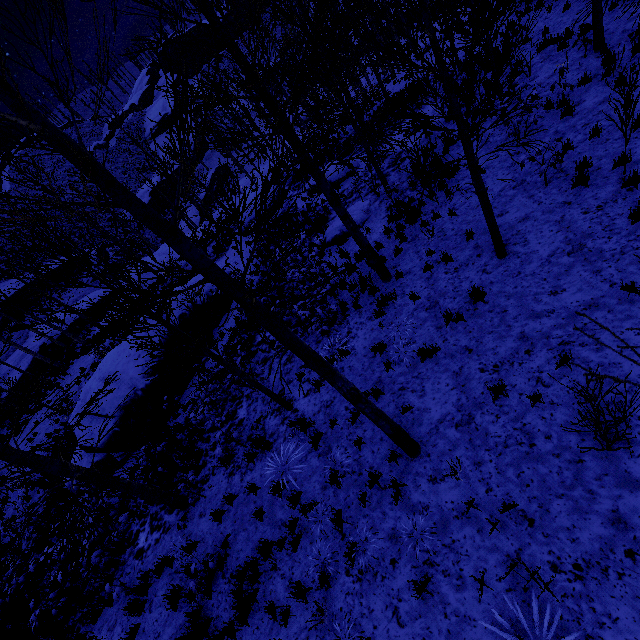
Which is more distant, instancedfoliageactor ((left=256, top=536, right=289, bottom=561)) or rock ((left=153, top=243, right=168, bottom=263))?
rock ((left=153, top=243, right=168, bottom=263))

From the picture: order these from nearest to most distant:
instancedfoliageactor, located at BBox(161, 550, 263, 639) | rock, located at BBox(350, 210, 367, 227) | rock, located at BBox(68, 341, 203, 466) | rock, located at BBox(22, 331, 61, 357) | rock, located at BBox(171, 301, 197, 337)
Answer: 1. instancedfoliageactor, located at BBox(161, 550, 263, 639)
2. rock, located at BBox(68, 341, 203, 466)
3. rock, located at BBox(350, 210, 367, 227)
4. rock, located at BBox(171, 301, 197, 337)
5. rock, located at BBox(22, 331, 61, 357)

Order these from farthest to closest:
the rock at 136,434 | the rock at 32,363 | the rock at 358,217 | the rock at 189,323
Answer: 1. the rock at 32,363
2. the rock at 189,323
3. the rock at 358,217
4. the rock at 136,434

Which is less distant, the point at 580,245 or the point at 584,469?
the point at 584,469

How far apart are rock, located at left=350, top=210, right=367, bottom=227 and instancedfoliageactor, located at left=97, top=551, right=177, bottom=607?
6.2 meters

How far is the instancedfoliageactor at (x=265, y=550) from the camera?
6.1m

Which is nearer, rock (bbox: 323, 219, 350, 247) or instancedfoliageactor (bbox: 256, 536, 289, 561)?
instancedfoliageactor (bbox: 256, 536, 289, 561)
